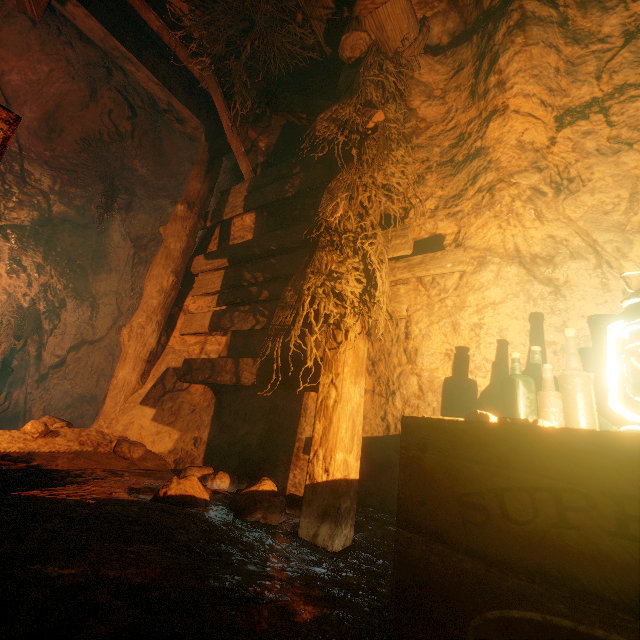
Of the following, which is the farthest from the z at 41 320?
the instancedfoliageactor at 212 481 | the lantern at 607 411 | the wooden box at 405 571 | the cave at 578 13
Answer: the lantern at 607 411

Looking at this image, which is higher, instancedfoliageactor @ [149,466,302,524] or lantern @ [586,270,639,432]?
lantern @ [586,270,639,432]

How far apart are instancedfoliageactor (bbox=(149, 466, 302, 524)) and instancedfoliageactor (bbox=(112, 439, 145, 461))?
1.2m

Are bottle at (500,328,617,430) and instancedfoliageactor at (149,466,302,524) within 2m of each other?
yes

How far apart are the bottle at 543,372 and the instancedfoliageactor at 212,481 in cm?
123

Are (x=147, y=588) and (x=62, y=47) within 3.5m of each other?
no

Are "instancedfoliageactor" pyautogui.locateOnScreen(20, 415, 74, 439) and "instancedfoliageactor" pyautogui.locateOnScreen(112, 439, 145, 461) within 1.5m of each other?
yes

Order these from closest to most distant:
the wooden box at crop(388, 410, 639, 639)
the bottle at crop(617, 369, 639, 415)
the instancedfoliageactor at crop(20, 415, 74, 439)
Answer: the wooden box at crop(388, 410, 639, 639)
the bottle at crop(617, 369, 639, 415)
the instancedfoliageactor at crop(20, 415, 74, 439)
